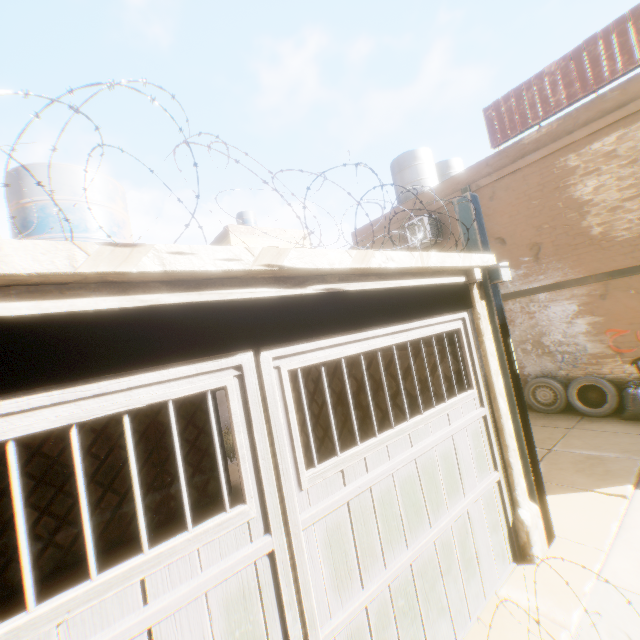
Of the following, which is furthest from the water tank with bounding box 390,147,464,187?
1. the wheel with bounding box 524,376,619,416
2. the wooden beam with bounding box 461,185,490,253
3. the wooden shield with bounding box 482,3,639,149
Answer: the wheel with bounding box 524,376,619,416

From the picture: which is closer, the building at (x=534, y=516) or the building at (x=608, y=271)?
the building at (x=608, y=271)

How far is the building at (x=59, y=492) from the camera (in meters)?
5.38

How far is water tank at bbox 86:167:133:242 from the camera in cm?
504

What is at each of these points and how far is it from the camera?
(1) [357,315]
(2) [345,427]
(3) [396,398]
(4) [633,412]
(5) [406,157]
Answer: (1) wooden beam, 2.8m
(2) building, 6.2m
(3) building, 5.1m
(4) trash bag, 6.9m
(5) water tank, 11.9m

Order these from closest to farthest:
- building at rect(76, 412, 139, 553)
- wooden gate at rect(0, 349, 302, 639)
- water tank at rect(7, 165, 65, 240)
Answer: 1. wooden gate at rect(0, 349, 302, 639)
2. water tank at rect(7, 165, 65, 240)
3. building at rect(76, 412, 139, 553)

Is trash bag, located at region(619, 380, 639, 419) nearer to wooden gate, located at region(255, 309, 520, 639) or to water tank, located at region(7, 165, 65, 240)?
wooden gate, located at region(255, 309, 520, 639)

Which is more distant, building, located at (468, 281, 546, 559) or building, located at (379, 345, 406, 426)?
building, located at (379, 345, 406, 426)
